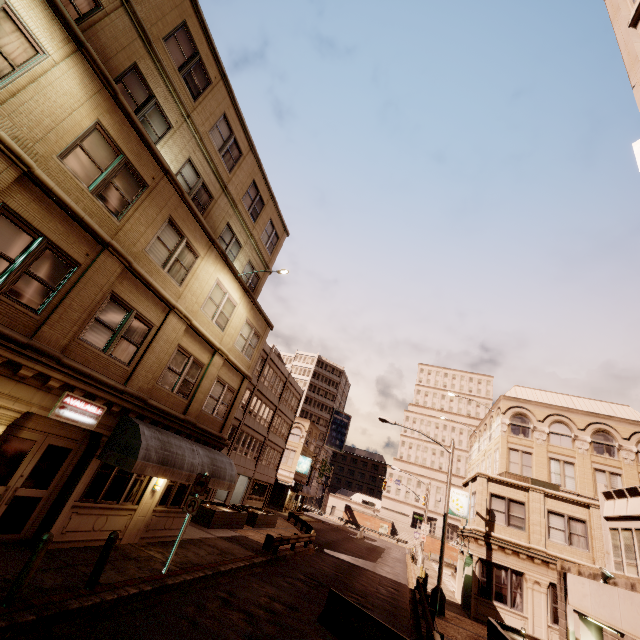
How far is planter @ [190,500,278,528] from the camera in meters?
19.5

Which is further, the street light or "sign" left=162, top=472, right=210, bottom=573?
the street light

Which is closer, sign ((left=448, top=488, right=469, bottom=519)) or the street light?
the street light

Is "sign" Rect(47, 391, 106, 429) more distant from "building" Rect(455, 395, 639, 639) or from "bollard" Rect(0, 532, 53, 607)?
"building" Rect(455, 395, 639, 639)

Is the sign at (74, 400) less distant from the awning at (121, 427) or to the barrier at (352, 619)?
the awning at (121, 427)

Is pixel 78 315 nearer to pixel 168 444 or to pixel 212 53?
pixel 168 444

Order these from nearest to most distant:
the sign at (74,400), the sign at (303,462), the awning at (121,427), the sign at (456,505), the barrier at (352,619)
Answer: the sign at (74,400) → the barrier at (352,619) → the awning at (121,427) → the sign at (456,505) → the sign at (303,462)

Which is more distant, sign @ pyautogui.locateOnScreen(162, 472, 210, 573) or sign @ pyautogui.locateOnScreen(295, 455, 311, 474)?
sign @ pyautogui.locateOnScreen(295, 455, 311, 474)
